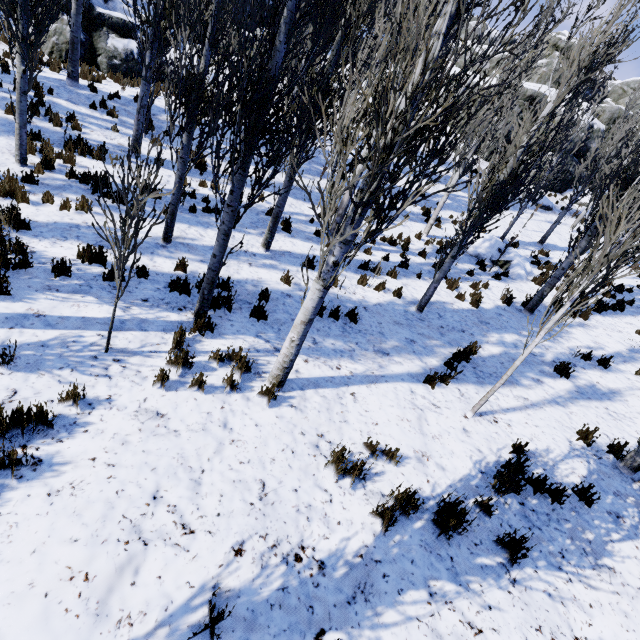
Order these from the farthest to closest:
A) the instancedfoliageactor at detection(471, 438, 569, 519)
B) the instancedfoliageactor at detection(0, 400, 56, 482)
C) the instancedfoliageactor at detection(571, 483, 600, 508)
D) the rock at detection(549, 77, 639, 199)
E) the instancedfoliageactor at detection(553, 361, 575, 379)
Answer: the rock at detection(549, 77, 639, 199)
the instancedfoliageactor at detection(553, 361, 575, 379)
the instancedfoliageactor at detection(571, 483, 600, 508)
the instancedfoliageactor at detection(471, 438, 569, 519)
the instancedfoliageactor at detection(0, 400, 56, 482)

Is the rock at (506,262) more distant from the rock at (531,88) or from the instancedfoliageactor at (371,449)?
the rock at (531,88)

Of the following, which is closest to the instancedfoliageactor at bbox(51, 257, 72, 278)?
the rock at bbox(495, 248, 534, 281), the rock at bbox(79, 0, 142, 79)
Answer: the rock at bbox(79, 0, 142, 79)

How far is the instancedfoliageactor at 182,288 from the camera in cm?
595

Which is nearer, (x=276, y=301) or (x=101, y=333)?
(x=101, y=333)

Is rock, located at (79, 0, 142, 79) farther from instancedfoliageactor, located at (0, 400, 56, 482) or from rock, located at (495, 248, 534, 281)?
rock, located at (495, 248, 534, 281)

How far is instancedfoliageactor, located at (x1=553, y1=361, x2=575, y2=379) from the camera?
7.6 meters
